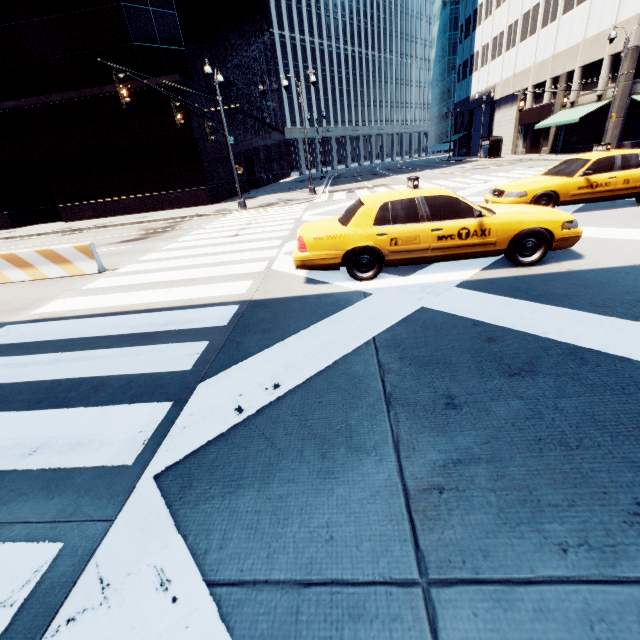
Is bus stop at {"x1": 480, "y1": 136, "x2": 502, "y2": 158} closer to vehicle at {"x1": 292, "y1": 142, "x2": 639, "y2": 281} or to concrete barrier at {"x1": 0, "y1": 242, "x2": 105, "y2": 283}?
vehicle at {"x1": 292, "y1": 142, "x2": 639, "y2": 281}

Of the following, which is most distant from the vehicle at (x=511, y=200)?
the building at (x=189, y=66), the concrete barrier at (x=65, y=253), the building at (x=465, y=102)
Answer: the building at (x=465, y=102)

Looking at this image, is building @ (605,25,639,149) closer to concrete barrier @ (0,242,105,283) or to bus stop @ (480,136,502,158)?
bus stop @ (480,136,502,158)

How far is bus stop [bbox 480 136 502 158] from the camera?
37.94m

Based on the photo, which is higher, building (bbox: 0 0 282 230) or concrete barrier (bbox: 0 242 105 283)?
building (bbox: 0 0 282 230)

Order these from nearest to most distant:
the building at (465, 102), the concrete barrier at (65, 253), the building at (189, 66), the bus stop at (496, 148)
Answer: the concrete barrier at (65, 253) < the building at (189, 66) < the building at (465, 102) < the bus stop at (496, 148)

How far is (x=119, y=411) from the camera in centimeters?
342cm

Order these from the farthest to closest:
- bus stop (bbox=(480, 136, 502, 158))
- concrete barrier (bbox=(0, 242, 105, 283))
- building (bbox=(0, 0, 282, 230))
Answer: bus stop (bbox=(480, 136, 502, 158)), building (bbox=(0, 0, 282, 230)), concrete barrier (bbox=(0, 242, 105, 283))
